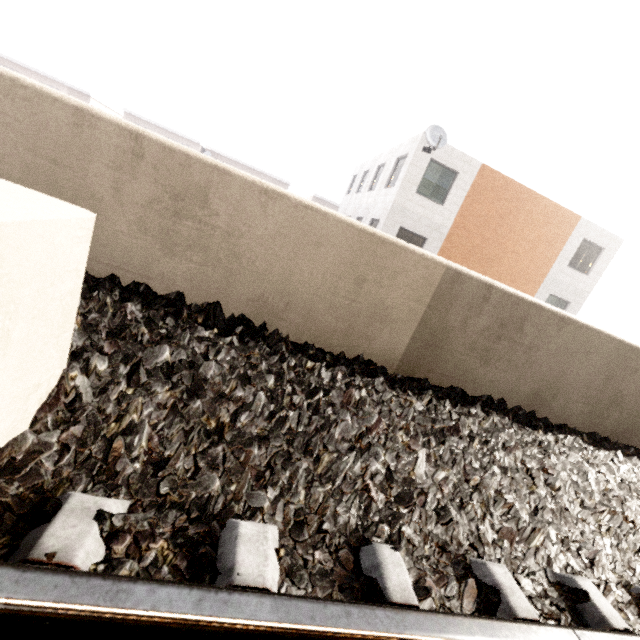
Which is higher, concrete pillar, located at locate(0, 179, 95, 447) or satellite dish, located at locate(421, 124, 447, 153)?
satellite dish, located at locate(421, 124, 447, 153)

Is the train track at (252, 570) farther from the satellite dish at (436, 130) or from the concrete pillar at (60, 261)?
the satellite dish at (436, 130)

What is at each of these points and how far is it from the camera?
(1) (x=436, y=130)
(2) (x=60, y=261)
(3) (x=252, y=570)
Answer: (1) satellite dish, 12.9 meters
(2) concrete pillar, 0.9 meters
(3) train track, 0.9 meters

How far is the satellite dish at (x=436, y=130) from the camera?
12.7m

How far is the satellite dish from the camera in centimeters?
1271cm

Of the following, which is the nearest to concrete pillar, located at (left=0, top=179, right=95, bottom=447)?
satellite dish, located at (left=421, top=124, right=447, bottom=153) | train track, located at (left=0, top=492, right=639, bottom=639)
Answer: train track, located at (left=0, top=492, right=639, bottom=639)
